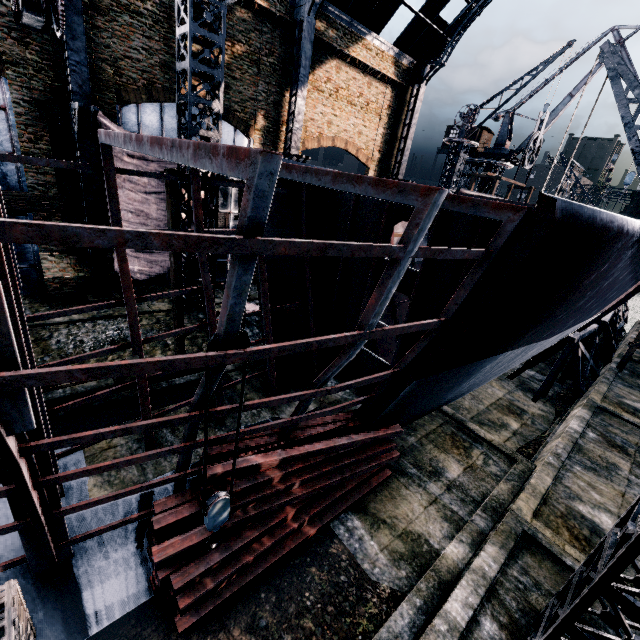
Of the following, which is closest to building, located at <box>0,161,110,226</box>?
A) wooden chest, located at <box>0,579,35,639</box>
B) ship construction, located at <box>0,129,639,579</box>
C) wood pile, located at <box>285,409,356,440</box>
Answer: ship construction, located at <box>0,129,639,579</box>

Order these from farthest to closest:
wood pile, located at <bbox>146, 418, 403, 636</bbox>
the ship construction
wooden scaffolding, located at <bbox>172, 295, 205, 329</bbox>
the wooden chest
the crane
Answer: wooden scaffolding, located at <bbox>172, 295, 205, 329</bbox> → the crane → wood pile, located at <bbox>146, 418, 403, 636</bbox> → the wooden chest → the ship construction

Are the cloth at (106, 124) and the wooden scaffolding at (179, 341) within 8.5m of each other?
yes

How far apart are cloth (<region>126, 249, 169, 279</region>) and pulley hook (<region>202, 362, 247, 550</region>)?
16.0 meters

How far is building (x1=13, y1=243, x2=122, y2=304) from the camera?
16.77m

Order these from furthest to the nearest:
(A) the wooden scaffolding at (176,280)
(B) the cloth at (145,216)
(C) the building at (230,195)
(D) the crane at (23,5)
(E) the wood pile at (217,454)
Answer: (C) the building at (230,195) → (B) the cloth at (145,216) → (A) the wooden scaffolding at (176,280) → (D) the crane at (23,5) → (E) the wood pile at (217,454)

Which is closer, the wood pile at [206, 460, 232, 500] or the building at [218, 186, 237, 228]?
the wood pile at [206, 460, 232, 500]

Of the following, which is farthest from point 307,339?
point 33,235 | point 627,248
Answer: point 627,248
